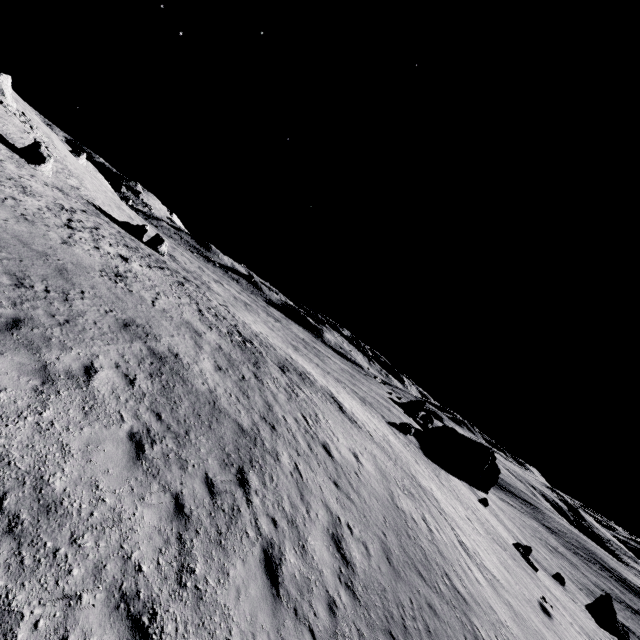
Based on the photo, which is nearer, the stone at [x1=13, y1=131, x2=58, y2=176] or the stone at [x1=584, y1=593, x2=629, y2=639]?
the stone at [x1=584, y1=593, x2=629, y2=639]

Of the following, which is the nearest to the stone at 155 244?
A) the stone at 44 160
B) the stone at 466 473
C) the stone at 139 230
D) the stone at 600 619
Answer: the stone at 139 230

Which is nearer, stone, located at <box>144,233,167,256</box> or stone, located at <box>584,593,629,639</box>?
stone, located at <box>584,593,629,639</box>

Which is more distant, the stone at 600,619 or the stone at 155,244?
the stone at 155,244

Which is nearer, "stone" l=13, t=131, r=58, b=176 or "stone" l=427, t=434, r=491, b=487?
"stone" l=13, t=131, r=58, b=176

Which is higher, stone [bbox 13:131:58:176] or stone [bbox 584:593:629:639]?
stone [bbox 13:131:58:176]

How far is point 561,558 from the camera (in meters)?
59.41

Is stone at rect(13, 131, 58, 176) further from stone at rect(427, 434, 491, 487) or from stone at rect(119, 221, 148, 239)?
stone at rect(427, 434, 491, 487)
